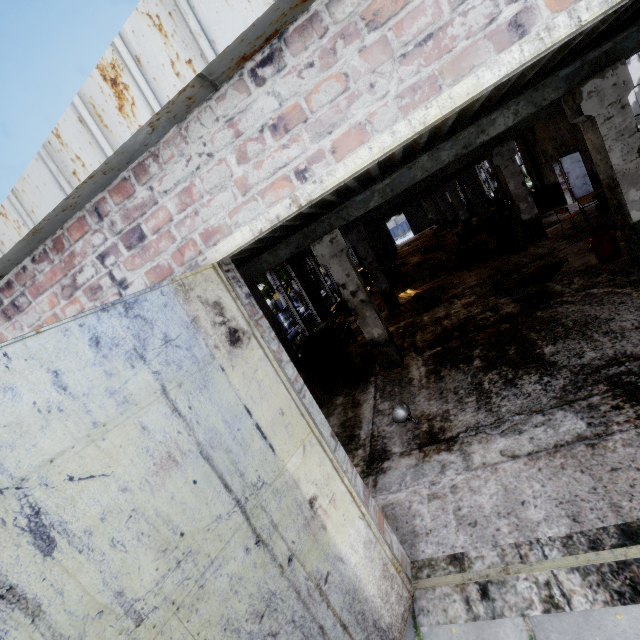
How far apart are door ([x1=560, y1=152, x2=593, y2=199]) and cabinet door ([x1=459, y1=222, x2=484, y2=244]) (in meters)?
5.15

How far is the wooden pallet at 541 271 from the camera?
8.65m

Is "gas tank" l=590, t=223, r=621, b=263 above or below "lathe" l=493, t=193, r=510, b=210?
below

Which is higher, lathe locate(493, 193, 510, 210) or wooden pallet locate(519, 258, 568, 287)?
lathe locate(493, 193, 510, 210)

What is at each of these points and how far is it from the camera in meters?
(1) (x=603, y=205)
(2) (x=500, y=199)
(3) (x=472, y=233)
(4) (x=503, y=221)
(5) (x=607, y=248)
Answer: (1) band saw, 9.2 m
(2) lathe, 20.2 m
(3) cabinet door, 19.9 m
(4) cabinet door, 12.1 m
(5) gas tank, 7.7 m

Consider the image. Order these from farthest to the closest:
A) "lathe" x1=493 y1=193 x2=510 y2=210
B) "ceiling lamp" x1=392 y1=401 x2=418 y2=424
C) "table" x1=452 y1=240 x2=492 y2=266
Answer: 1. "lathe" x1=493 y1=193 x2=510 y2=210
2. "table" x1=452 y1=240 x2=492 y2=266
3. "ceiling lamp" x1=392 y1=401 x2=418 y2=424

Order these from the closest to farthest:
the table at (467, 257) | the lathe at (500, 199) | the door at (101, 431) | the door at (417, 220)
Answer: the door at (101, 431), the table at (467, 257), the lathe at (500, 199), the door at (417, 220)

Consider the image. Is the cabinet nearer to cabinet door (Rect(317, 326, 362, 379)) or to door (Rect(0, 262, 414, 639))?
cabinet door (Rect(317, 326, 362, 379))
